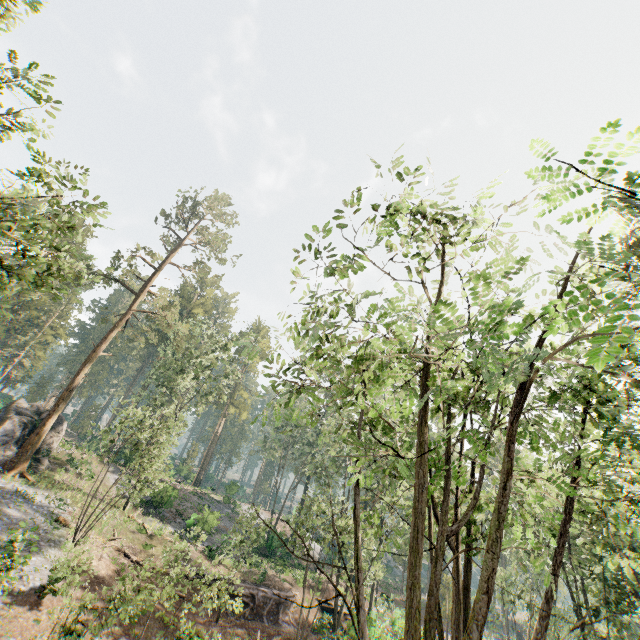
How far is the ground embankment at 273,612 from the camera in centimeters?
2411cm

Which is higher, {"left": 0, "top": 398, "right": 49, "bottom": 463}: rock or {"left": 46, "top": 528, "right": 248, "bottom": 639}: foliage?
{"left": 0, "top": 398, "right": 49, "bottom": 463}: rock

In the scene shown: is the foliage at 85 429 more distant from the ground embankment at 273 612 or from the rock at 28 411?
the ground embankment at 273 612

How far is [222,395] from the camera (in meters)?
36.59

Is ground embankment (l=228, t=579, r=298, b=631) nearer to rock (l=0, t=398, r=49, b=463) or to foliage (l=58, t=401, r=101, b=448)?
foliage (l=58, t=401, r=101, b=448)

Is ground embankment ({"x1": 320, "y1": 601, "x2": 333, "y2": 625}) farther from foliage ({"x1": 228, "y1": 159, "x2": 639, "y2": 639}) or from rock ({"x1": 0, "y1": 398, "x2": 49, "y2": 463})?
rock ({"x1": 0, "y1": 398, "x2": 49, "y2": 463})

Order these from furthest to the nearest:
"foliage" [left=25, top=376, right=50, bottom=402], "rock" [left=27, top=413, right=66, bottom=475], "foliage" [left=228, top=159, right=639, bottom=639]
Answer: "foliage" [left=25, top=376, right=50, bottom=402] < "rock" [left=27, top=413, right=66, bottom=475] < "foliage" [left=228, top=159, right=639, bottom=639]

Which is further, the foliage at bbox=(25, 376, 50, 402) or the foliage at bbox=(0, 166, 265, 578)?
the foliage at bbox=(25, 376, 50, 402)
